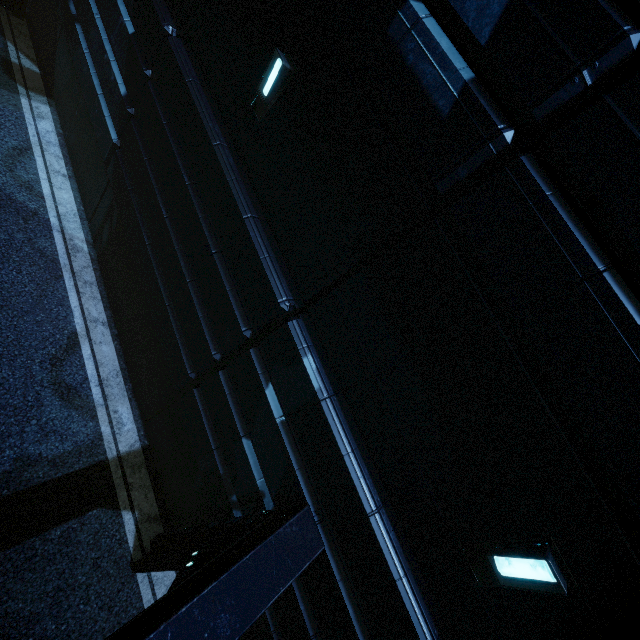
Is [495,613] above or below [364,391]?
above
